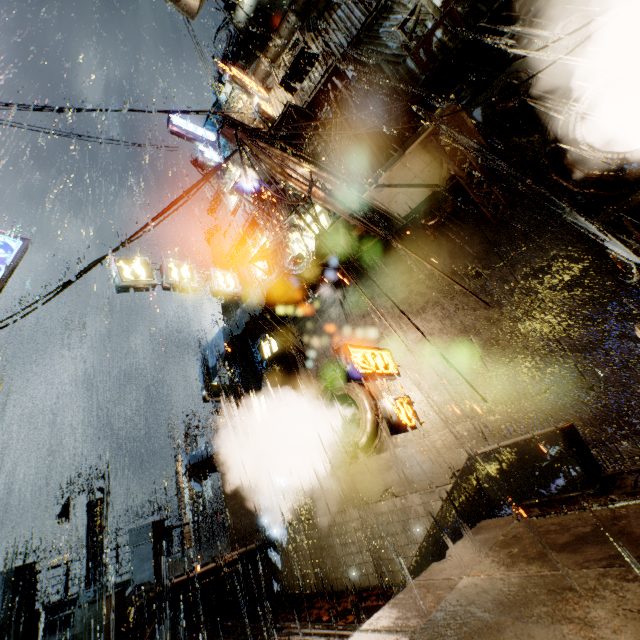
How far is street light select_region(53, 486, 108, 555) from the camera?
20.4 meters

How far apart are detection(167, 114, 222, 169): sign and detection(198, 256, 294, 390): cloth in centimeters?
1337cm

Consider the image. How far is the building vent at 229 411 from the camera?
19.36m

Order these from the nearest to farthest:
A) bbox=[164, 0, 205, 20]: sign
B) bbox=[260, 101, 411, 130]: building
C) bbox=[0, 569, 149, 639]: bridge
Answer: bbox=[164, 0, 205, 20]: sign → bbox=[0, 569, 149, 639]: bridge → bbox=[260, 101, 411, 130]: building

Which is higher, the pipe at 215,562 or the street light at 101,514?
Result: the street light at 101,514

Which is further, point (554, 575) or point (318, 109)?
point (318, 109)

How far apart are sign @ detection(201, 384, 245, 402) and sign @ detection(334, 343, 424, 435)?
6.8 meters

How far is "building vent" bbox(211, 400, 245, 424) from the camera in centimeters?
1936cm
